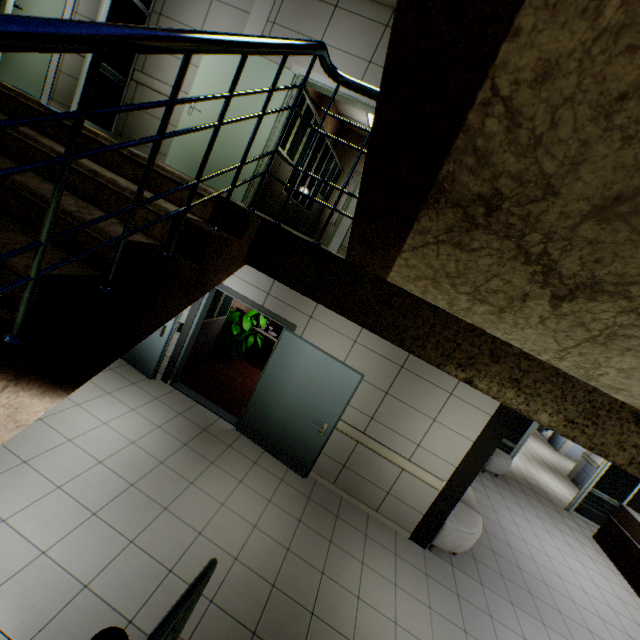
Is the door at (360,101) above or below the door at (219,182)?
above

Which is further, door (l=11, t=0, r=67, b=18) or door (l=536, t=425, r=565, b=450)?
door (l=536, t=425, r=565, b=450)

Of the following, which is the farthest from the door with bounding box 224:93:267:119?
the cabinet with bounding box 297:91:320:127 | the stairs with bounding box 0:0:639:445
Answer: the stairs with bounding box 0:0:639:445

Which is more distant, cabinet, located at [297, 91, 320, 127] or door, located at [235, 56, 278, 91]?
cabinet, located at [297, 91, 320, 127]

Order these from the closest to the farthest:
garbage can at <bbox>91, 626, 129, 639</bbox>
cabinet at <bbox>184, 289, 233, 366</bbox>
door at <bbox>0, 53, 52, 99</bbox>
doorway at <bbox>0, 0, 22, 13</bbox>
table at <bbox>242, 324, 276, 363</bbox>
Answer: garbage can at <bbox>91, 626, 129, 639</bbox>
doorway at <bbox>0, 0, 22, 13</bbox>
door at <bbox>0, 53, 52, 99</bbox>
cabinet at <bbox>184, 289, 233, 366</bbox>
table at <bbox>242, 324, 276, 363</bbox>

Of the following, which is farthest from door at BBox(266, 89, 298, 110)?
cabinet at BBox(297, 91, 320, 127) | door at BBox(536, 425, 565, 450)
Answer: door at BBox(536, 425, 565, 450)

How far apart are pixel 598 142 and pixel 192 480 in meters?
5.0

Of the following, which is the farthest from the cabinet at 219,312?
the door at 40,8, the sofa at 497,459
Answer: the sofa at 497,459
